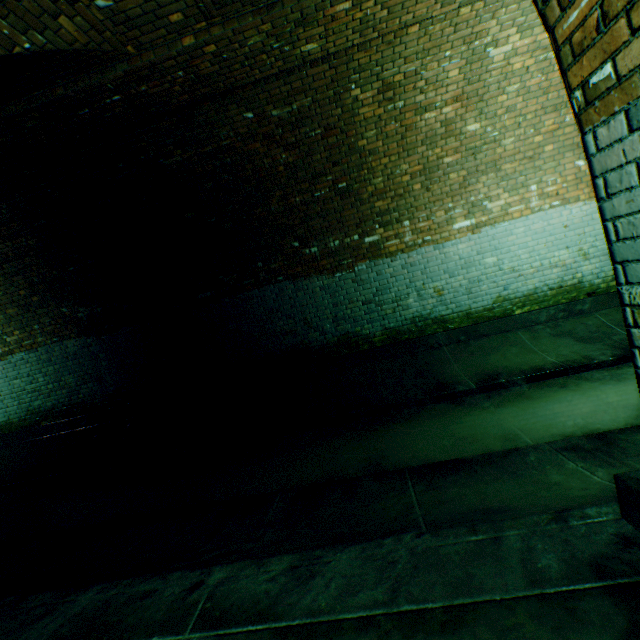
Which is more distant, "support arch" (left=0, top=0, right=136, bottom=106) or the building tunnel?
"support arch" (left=0, top=0, right=136, bottom=106)

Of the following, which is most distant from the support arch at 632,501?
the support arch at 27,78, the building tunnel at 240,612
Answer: the support arch at 27,78

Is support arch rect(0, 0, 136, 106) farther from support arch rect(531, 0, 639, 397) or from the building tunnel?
support arch rect(531, 0, 639, 397)

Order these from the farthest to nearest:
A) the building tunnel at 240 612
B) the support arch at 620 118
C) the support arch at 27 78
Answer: the support arch at 27 78, the building tunnel at 240 612, the support arch at 620 118

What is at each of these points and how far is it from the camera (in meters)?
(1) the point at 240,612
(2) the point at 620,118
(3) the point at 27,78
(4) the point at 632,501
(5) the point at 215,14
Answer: (1) building tunnel, 1.60
(2) support arch, 1.16
(3) support arch, 3.26
(4) support arch, 1.48
(5) support arch, 3.13

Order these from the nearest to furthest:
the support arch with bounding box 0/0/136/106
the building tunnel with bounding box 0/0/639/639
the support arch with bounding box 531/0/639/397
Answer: the support arch with bounding box 531/0/639/397 < the building tunnel with bounding box 0/0/639/639 < the support arch with bounding box 0/0/136/106

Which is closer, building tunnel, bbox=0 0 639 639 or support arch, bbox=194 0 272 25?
building tunnel, bbox=0 0 639 639

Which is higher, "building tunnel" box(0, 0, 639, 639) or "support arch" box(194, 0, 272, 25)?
"support arch" box(194, 0, 272, 25)
